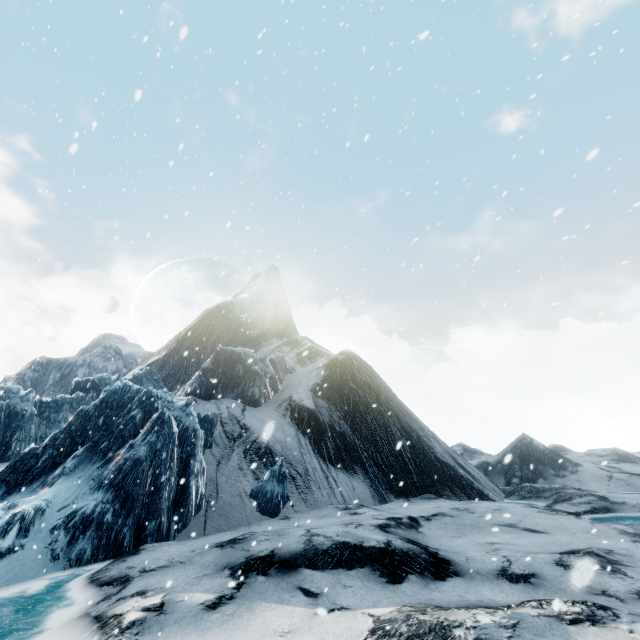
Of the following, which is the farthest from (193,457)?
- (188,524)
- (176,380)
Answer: (176,380)
